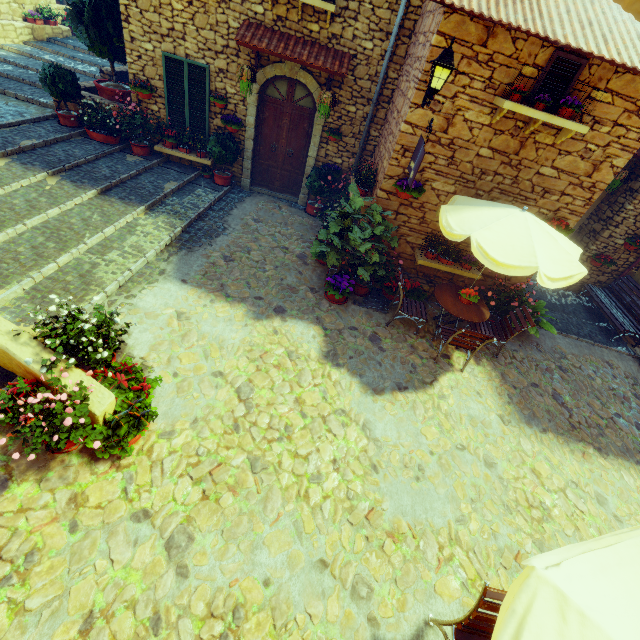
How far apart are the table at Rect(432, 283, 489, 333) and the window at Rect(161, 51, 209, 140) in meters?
7.5 m

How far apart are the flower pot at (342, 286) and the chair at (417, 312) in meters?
0.6

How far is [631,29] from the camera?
5.2 meters

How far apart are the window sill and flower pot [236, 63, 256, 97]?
5.1m

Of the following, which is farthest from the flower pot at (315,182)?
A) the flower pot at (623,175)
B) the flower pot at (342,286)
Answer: the flower pot at (623,175)

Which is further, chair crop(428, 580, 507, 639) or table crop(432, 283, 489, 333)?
table crop(432, 283, 489, 333)

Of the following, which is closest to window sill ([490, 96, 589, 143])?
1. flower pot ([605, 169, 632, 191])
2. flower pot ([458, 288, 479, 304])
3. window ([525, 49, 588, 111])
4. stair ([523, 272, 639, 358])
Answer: window ([525, 49, 588, 111])

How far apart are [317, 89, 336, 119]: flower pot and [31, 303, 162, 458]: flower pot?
6.7m
